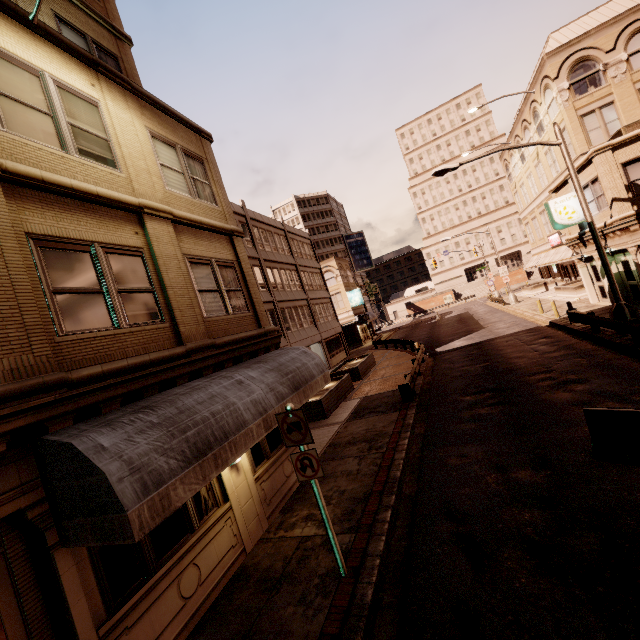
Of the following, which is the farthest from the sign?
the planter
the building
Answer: the planter

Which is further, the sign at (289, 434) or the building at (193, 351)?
the sign at (289, 434)

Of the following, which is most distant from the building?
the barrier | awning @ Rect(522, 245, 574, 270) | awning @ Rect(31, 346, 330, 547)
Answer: awning @ Rect(522, 245, 574, 270)

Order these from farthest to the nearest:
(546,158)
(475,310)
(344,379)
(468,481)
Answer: (475,310) → (546,158) → (344,379) → (468,481)

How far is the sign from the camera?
5.6 meters

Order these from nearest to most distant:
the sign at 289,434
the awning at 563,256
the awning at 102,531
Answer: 1. the awning at 102,531
2. the sign at 289,434
3. the awning at 563,256

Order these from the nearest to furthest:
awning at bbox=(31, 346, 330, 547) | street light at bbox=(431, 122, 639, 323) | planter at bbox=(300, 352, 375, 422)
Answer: awning at bbox=(31, 346, 330, 547) < street light at bbox=(431, 122, 639, 323) < planter at bbox=(300, 352, 375, 422)

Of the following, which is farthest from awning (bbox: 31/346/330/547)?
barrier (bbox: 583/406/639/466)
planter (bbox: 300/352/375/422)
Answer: barrier (bbox: 583/406/639/466)
